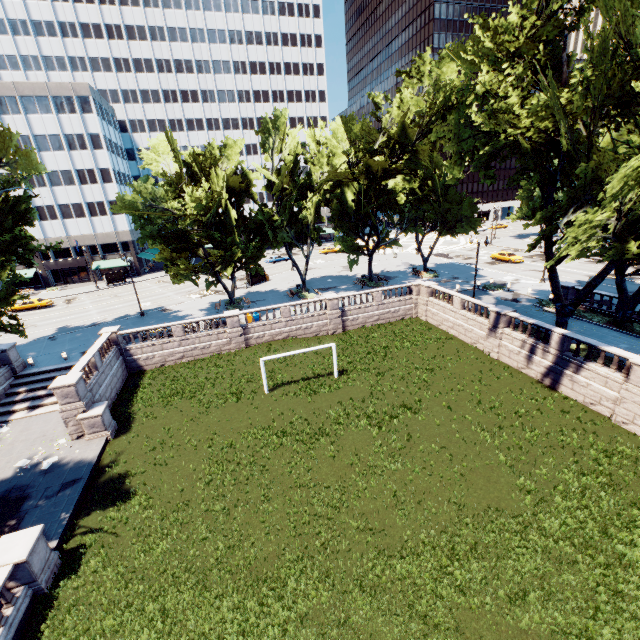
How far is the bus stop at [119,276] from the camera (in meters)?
57.22

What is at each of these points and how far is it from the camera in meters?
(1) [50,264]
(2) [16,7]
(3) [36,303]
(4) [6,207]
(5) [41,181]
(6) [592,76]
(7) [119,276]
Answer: (1) building, 60.0 m
(2) building, 59.4 m
(3) vehicle, 46.4 m
(4) tree, 25.6 m
(5) building, 55.9 m
(6) tree, 14.2 m
(7) bus stop, 59.3 m

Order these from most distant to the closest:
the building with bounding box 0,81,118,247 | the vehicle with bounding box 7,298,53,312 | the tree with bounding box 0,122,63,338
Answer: the building with bounding box 0,81,118,247
the vehicle with bounding box 7,298,53,312
the tree with bounding box 0,122,63,338

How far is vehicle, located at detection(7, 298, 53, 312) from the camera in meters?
45.9 m

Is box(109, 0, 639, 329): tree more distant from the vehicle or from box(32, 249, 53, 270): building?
the vehicle

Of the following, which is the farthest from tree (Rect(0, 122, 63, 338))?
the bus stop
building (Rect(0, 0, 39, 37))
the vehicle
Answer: the vehicle

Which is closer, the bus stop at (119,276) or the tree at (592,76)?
the tree at (592,76)

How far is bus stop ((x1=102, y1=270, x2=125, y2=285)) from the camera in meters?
57.2
